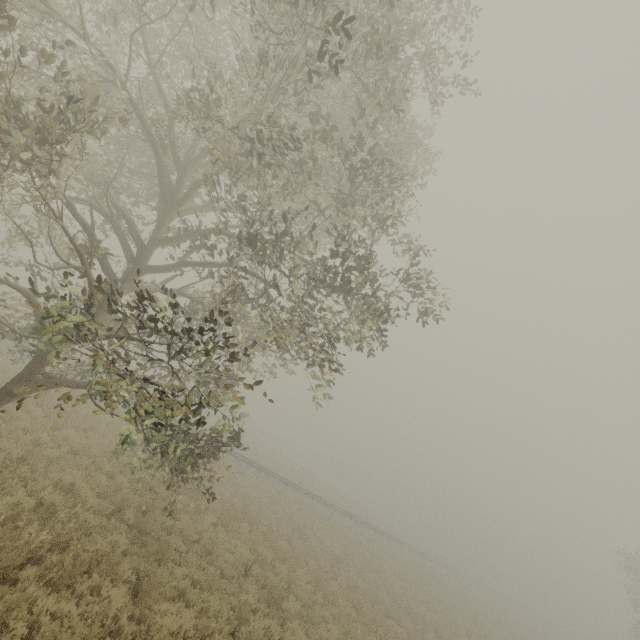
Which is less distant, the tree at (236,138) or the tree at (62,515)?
the tree at (236,138)

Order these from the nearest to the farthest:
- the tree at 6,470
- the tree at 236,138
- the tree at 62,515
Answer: the tree at 236,138
the tree at 62,515
the tree at 6,470

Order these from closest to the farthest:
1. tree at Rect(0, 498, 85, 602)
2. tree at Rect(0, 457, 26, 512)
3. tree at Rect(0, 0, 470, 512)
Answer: tree at Rect(0, 0, 470, 512) → tree at Rect(0, 498, 85, 602) → tree at Rect(0, 457, 26, 512)

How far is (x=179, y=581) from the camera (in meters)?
8.36

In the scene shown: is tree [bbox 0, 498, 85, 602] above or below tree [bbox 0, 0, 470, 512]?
below

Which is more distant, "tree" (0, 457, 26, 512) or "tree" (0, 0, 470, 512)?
"tree" (0, 457, 26, 512)
